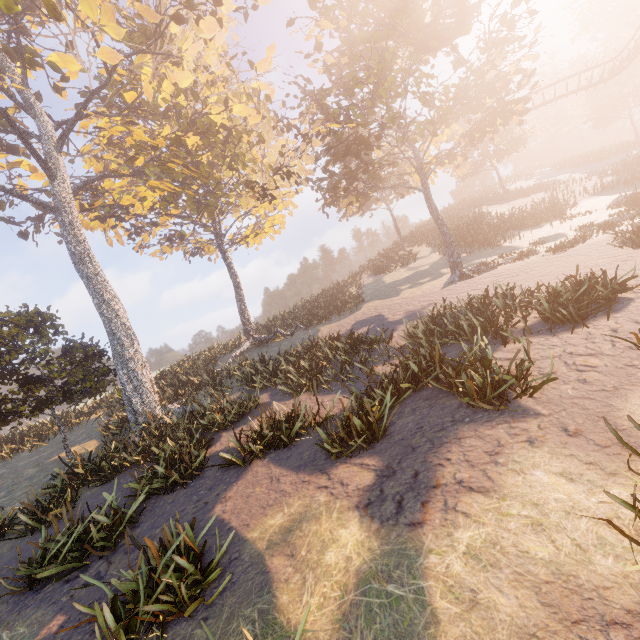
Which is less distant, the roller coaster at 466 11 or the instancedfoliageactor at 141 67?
the instancedfoliageactor at 141 67

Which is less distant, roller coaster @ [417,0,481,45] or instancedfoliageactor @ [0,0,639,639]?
instancedfoliageactor @ [0,0,639,639]

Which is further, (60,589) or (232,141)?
(232,141)
